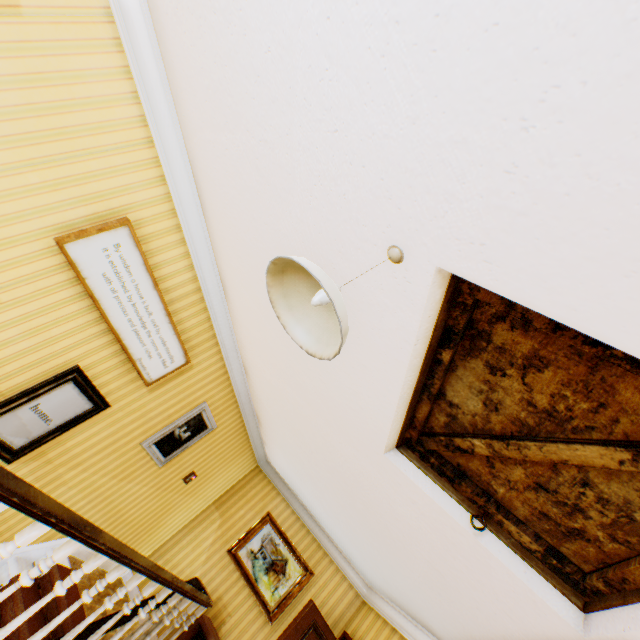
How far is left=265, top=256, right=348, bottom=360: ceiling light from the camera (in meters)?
1.20

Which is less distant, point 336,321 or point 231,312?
point 336,321

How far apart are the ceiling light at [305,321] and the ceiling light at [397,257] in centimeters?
45cm

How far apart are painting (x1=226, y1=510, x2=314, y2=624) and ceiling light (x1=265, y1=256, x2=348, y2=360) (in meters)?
6.13

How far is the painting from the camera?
5.54m

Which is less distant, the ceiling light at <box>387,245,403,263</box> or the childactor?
the ceiling light at <box>387,245,403,263</box>

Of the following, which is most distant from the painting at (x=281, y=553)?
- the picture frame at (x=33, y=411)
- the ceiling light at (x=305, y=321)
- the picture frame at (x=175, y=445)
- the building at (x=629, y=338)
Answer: the ceiling light at (x=305, y=321)

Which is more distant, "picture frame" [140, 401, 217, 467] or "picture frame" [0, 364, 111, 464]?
"picture frame" [140, 401, 217, 467]
